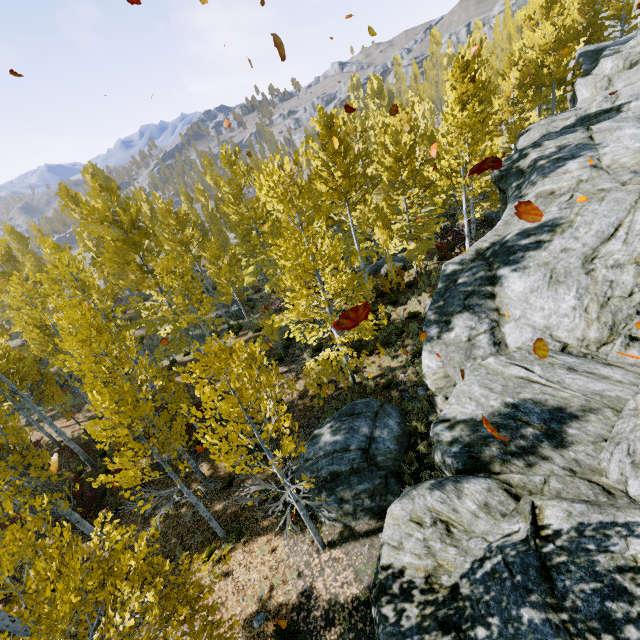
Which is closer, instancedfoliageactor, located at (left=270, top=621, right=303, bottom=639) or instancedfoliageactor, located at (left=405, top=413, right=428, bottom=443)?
instancedfoliageactor, located at (left=270, top=621, right=303, bottom=639)

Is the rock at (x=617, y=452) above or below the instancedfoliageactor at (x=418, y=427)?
above

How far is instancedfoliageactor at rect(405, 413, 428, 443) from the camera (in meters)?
10.36

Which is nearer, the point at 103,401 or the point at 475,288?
the point at 103,401

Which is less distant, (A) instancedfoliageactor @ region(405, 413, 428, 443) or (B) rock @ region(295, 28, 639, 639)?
(B) rock @ region(295, 28, 639, 639)

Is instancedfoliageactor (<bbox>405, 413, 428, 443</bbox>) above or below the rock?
below

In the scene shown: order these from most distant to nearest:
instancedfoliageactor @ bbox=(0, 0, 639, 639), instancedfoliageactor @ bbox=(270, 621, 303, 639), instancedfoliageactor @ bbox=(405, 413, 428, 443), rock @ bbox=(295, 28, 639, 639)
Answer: instancedfoliageactor @ bbox=(405, 413, 428, 443) → instancedfoliageactor @ bbox=(270, 621, 303, 639) → instancedfoliageactor @ bbox=(0, 0, 639, 639) → rock @ bbox=(295, 28, 639, 639)

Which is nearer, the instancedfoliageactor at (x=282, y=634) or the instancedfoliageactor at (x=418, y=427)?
the instancedfoliageactor at (x=282, y=634)
